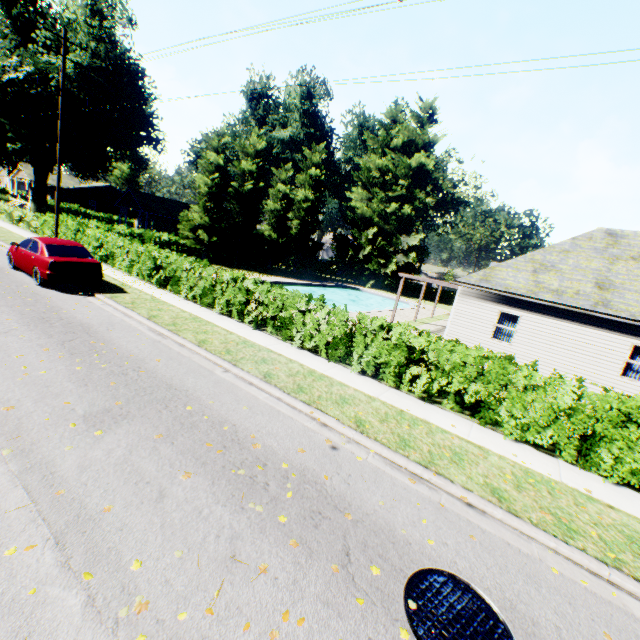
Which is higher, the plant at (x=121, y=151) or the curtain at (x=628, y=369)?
the plant at (x=121, y=151)

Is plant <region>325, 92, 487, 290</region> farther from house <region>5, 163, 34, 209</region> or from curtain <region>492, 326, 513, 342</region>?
curtain <region>492, 326, 513, 342</region>

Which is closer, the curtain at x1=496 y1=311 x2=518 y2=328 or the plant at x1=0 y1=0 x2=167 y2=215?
the curtain at x1=496 y1=311 x2=518 y2=328

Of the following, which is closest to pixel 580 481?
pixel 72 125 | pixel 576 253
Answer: pixel 576 253

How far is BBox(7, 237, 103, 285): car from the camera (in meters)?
11.47

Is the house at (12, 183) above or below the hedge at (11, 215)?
above

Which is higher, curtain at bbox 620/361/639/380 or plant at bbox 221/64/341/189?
plant at bbox 221/64/341/189

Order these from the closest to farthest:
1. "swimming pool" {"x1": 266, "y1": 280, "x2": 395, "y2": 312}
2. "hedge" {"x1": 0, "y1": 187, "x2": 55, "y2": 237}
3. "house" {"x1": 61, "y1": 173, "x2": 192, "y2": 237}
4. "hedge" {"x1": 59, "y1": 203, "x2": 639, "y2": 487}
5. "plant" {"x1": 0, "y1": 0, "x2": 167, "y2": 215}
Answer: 1. "hedge" {"x1": 59, "y1": 203, "x2": 639, "y2": 487}
2. "hedge" {"x1": 0, "y1": 187, "x2": 55, "y2": 237}
3. "plant" {"x1": 0, "y1": 0, "x2": 167, "y2": 215}
4. "swimming pool" {"x1": 266, "y1": 280, "x2": 395, "y2": 312}
5. "house" {"x1": 61, "y1": 173, "x2": 192, "y2": 237}
